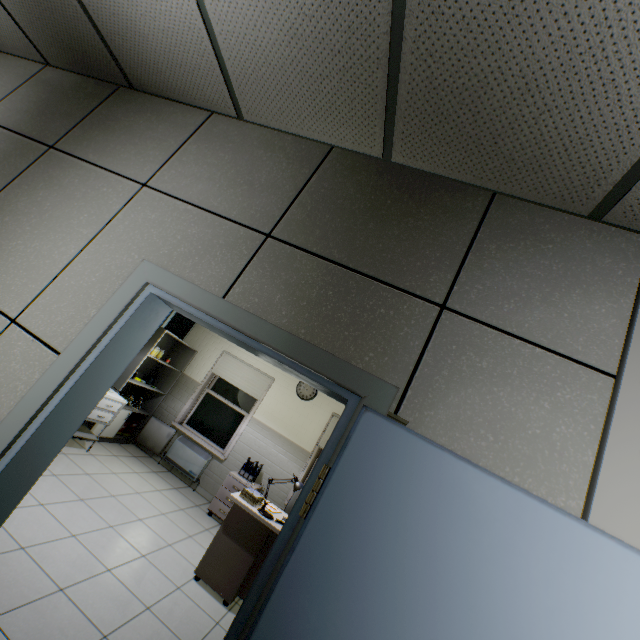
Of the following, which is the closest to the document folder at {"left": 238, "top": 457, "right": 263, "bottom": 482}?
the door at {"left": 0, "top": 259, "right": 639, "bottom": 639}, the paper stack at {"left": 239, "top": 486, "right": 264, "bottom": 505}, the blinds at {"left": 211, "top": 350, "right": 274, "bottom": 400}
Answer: the blinds at {"left": 211, "top": 350, "right": 274, "bottom": 400}

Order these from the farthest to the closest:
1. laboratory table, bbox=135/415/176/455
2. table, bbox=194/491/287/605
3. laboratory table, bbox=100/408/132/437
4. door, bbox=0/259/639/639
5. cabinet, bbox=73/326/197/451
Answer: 1. laboratory table, bbox=135/415/176/455
2. laboratory table, bbox=100/408/132/437
3. cabinet, bbox=73/326/197/451
4. table, bbox=194/491/287/605
5. door, bbox=0/259/639/639

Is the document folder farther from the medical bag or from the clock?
the medical bag

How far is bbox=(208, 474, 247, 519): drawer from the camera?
5.1m

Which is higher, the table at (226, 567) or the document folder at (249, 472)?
the document folder at (249, 472)

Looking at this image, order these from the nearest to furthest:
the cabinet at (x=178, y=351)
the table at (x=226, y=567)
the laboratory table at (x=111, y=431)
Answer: the table at (x=226, y=567), the cabinet at (x=178, y=351), the laboratory table at (x=111, y=431)

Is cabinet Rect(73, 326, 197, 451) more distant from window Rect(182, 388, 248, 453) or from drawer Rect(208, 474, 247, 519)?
drawer Rect(208, 474, 247, 519)

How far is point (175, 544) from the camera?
3.8m
